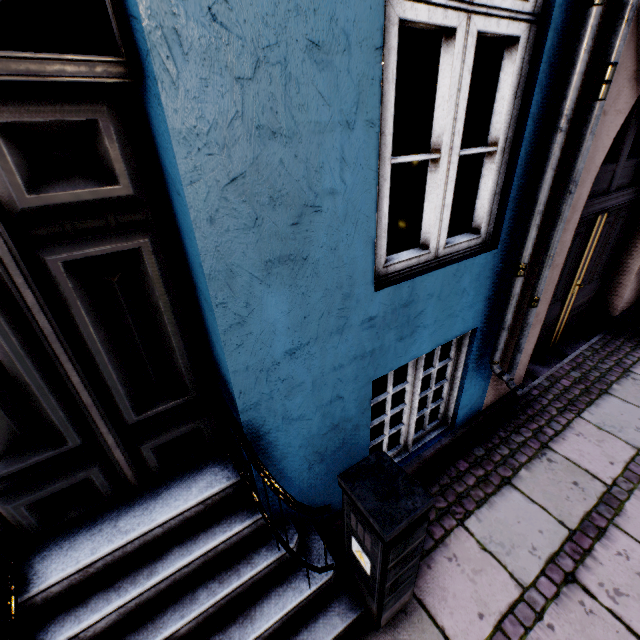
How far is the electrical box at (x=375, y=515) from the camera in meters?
1.5

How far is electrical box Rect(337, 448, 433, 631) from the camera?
1.49m

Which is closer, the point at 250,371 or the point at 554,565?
the point at 250,371
